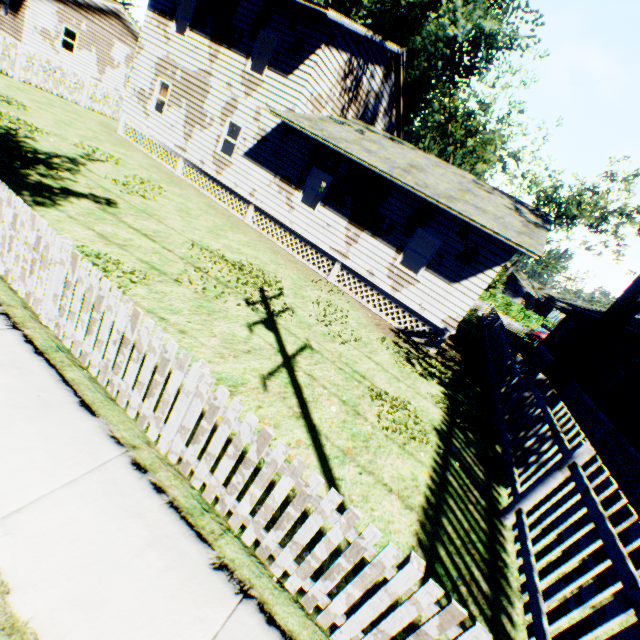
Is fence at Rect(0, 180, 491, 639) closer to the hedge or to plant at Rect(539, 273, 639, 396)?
plant at Rect(539, 273, 639, 396)

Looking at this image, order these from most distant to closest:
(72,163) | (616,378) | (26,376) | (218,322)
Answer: (616,378)
(72,163)
(218,322)
(26,376)

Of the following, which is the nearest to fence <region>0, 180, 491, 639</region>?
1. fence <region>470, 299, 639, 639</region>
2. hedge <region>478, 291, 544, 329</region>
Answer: fence <region>470, 299, 639, 639</region>

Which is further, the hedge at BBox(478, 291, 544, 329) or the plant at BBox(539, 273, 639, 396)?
the hedge at BBox(478, 291, 544, 329)

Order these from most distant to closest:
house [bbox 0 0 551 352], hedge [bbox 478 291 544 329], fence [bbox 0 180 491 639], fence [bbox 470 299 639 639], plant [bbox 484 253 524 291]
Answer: hedge [bbox 478 291 544 329] → plant [bbox 484 253 524 291] → house [bbox 0 0 551 352] → fence [bbox 470 299 639 639] → fence [bbox 0 180 491 639]

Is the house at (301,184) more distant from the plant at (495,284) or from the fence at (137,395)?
the fence at (137,395)

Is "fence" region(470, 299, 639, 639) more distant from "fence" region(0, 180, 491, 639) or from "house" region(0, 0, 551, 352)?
"house" region(0, 0, 551, 352)

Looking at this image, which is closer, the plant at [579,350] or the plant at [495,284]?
the plant at [579,350]
